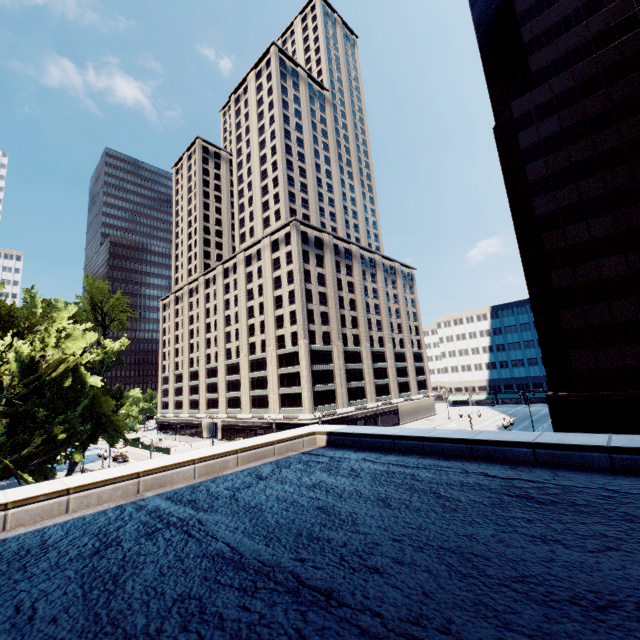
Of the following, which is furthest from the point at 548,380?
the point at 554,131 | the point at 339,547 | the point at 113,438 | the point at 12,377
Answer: the point at 12,377
